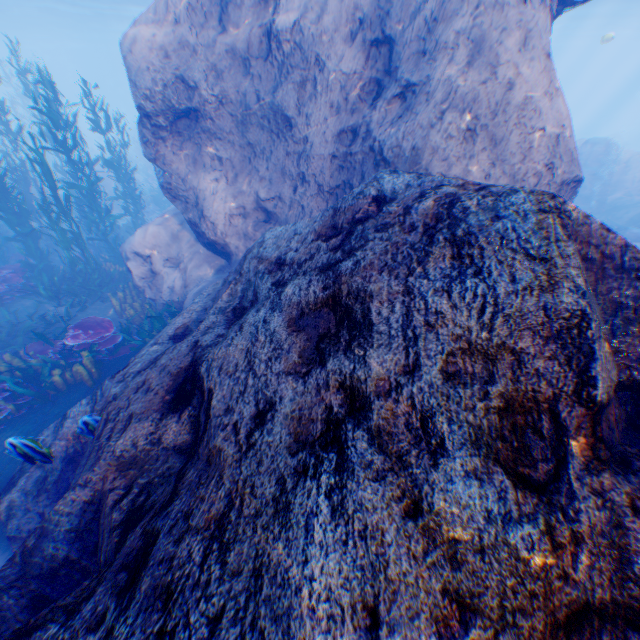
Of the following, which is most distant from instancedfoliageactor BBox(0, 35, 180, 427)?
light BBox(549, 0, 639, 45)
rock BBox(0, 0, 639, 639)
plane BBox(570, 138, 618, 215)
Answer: plane BBox(570, 138, 618, 215)

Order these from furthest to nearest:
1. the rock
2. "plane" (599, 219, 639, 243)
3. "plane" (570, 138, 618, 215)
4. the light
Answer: the light, "plane" (570, 138, 618, 215), "plane" (599, 219, 639, 243), the rock

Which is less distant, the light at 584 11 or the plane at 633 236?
the plane at 633 236

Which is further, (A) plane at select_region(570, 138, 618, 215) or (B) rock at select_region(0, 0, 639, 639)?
(A) plane at select_region(570, 138, 618, 215)

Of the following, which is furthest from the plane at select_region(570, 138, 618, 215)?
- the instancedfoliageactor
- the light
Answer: the instancedfoliageactor

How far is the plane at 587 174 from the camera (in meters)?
17.20

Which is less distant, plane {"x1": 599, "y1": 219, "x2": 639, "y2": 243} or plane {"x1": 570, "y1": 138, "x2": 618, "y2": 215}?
plane {"x1": 599, "y1": 219, "x2": 639, "y2": 243}

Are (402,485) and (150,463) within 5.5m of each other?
yes
